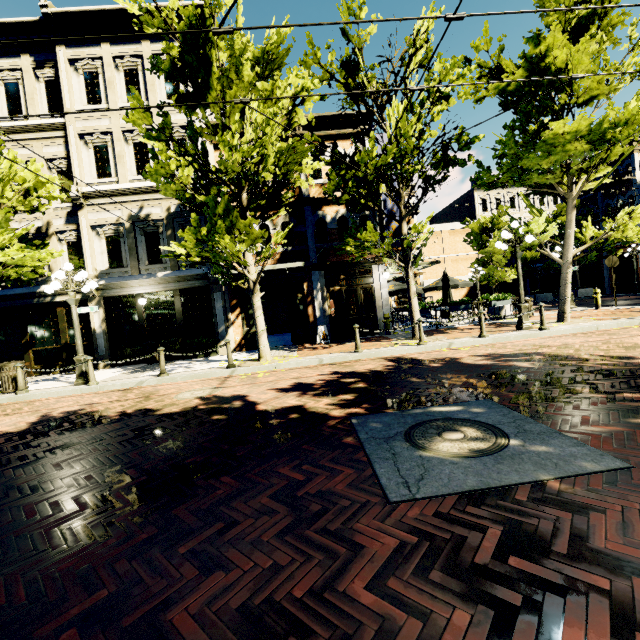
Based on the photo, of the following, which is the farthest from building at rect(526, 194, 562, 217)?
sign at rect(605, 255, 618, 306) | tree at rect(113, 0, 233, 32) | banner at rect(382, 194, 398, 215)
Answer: banner at rect(382, 194, 398, 215)

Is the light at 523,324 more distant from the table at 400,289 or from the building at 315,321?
the table at 400,289

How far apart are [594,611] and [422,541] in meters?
0.9 m

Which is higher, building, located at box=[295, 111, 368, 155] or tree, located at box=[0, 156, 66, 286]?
building, located at box=[295, 111, 368, 155]

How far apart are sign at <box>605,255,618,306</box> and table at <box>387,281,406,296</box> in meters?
8.5 m

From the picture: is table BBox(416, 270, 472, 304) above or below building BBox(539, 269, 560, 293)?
above

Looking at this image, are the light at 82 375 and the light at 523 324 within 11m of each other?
no

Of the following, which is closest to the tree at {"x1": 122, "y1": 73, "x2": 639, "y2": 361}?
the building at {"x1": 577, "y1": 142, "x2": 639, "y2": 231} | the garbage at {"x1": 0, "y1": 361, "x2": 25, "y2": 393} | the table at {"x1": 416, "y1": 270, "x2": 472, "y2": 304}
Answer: the building at {"x1": 577, "y1": 142, "x2": 639, "y2": 231}
